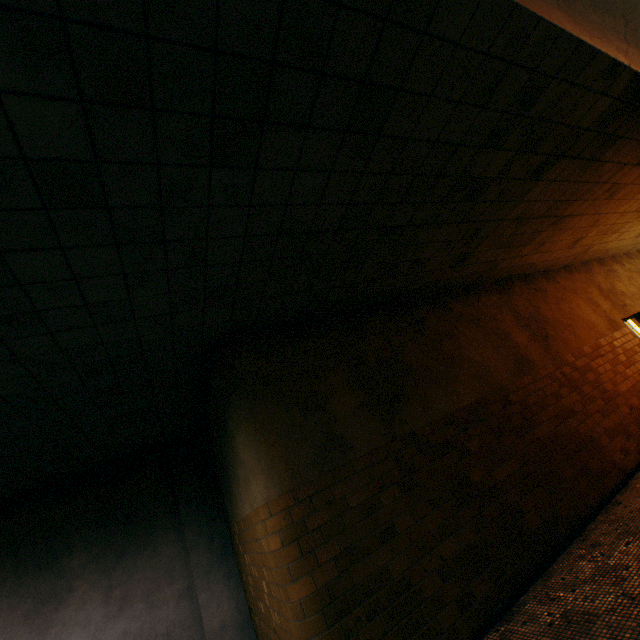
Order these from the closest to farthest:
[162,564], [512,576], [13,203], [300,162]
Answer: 1. [13,203]
2. [300,162]
3. [512,576]
4. [162,564]
